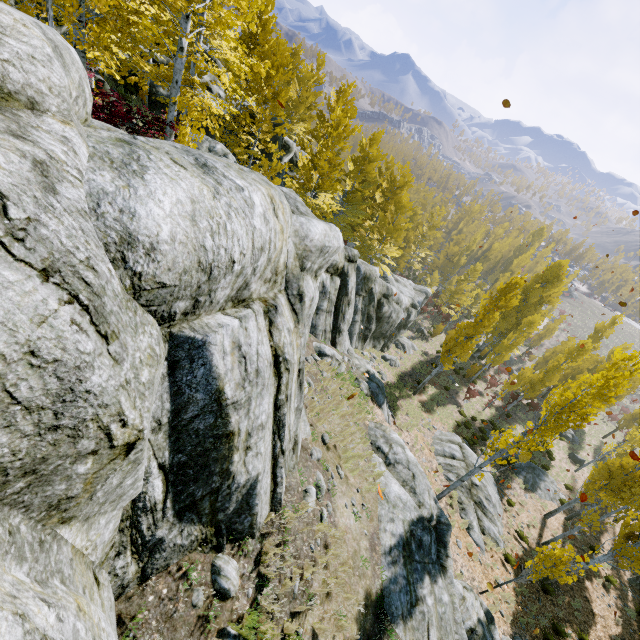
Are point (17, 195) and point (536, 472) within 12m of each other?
no

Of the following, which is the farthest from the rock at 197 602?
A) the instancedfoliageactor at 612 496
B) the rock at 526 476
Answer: the rock at 526 476

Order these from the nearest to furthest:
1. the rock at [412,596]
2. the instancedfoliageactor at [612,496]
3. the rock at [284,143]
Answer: the rock at [412,596] → the instancedfoliageactor at [612,496] → the rock at [284,143]

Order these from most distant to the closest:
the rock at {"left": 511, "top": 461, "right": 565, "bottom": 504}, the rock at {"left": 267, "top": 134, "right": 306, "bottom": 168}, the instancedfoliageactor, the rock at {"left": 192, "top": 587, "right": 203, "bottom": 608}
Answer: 1. the rock at {"left": 511, "top": 461, "right": 565, "bottom": 504}
2. the rock at {"left": 267, "top": 134, "right": 306, "bottom": 168}
3. the instancedfoliageactor
4. the rock at {"left": 192, "top": 587, "right": 203, "bottom": 608}

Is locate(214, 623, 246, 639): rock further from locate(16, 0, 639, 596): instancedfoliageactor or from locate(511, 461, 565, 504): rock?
locate(511, 461, 565, 504): rock

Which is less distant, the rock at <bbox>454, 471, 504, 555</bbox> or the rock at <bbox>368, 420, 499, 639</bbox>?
the rock at <bbox>368, 420, 499, 639</bbox>
